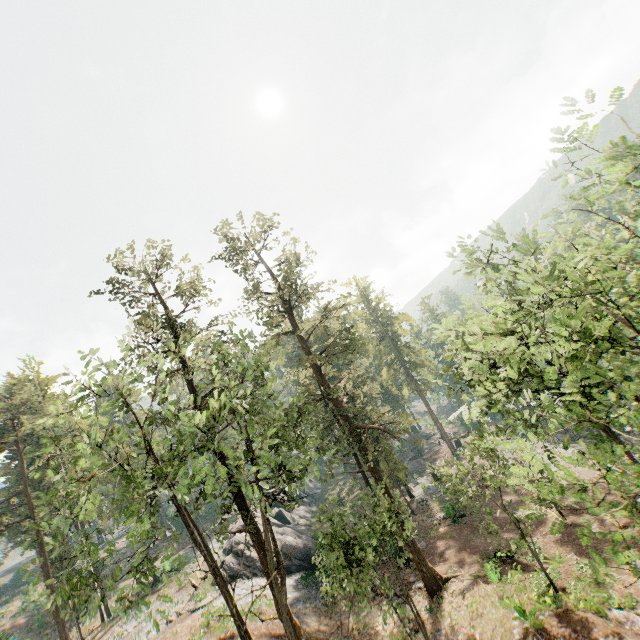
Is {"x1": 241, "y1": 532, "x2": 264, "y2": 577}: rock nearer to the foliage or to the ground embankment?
the foliage

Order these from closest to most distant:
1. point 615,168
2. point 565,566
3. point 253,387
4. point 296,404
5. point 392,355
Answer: point 615,168 → point 253,387 → point 565,566 → point 296,404 → point 392,355

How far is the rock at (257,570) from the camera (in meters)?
30.36

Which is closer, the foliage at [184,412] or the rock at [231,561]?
the foliage at [184,412]

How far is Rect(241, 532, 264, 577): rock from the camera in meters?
30.4 m

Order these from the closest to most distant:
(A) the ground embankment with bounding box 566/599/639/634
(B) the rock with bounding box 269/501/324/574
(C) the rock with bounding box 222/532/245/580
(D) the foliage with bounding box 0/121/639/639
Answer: (D) the foliage with bounding box 0/121/639/639
(A) the ground embankment with bounding box 566/599/639/634
(C) the rock with bounding box 222/532/245/580
(B) the rock with bounding box 269/501/324/574
